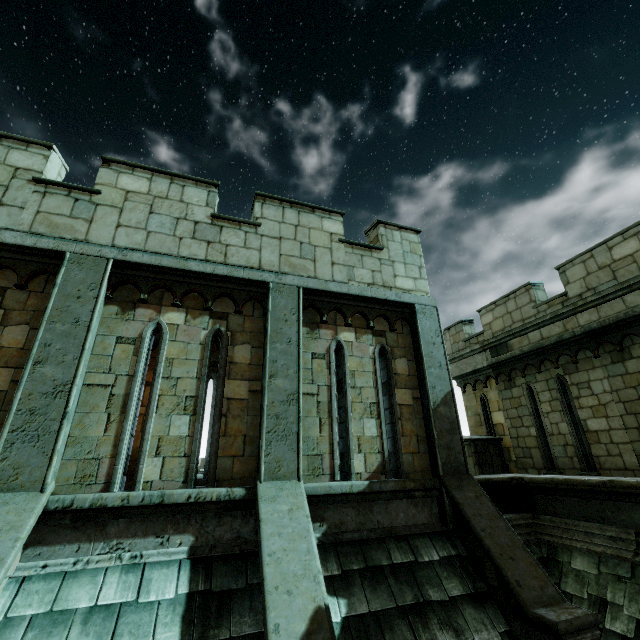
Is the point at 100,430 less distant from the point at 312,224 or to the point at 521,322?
the point at 312,224

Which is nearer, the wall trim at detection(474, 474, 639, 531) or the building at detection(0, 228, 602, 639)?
the building at detection(0, 228, 602, 639)

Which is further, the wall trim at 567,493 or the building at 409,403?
the wall trim at 567,493
